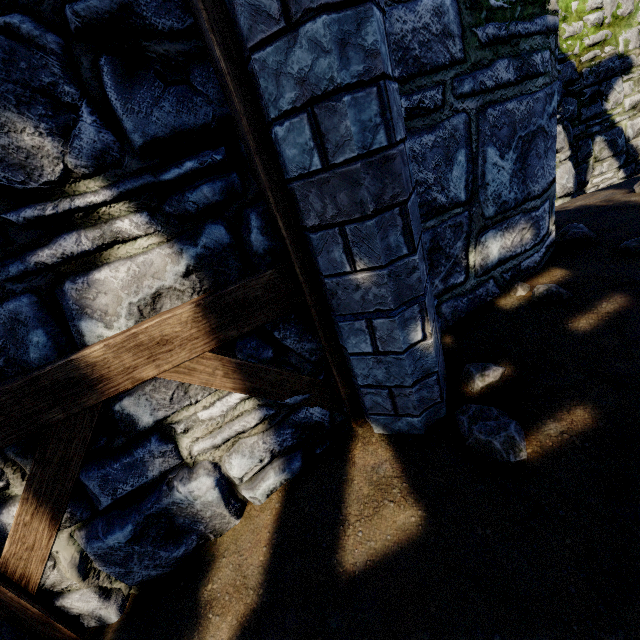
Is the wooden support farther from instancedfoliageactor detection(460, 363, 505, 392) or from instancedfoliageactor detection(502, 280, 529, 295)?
instancedfoliageactor detection(502, 280, 529, 295)

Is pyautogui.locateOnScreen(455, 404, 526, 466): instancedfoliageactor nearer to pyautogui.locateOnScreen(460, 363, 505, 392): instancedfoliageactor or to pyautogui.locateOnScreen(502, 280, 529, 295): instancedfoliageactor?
pyautogui.locateOnScreen(460, 363, 505, 392): instancedfoliageactor

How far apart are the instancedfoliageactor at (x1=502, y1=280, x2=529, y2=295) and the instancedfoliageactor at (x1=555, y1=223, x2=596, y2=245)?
0.9 meters

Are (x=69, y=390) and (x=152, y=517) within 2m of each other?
yes

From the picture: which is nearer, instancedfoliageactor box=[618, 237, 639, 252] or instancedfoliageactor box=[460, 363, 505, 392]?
instancedfoliageactor box=[460, 363, 505, 392]

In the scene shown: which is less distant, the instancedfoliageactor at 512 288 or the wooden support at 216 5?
the wooden support at 216 5

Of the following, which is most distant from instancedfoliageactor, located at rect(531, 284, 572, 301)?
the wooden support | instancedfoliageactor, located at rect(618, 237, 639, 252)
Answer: the wooden support

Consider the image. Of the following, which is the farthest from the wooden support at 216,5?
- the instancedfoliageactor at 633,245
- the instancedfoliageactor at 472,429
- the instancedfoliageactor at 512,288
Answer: the instancedfoliageactor at 633,245
